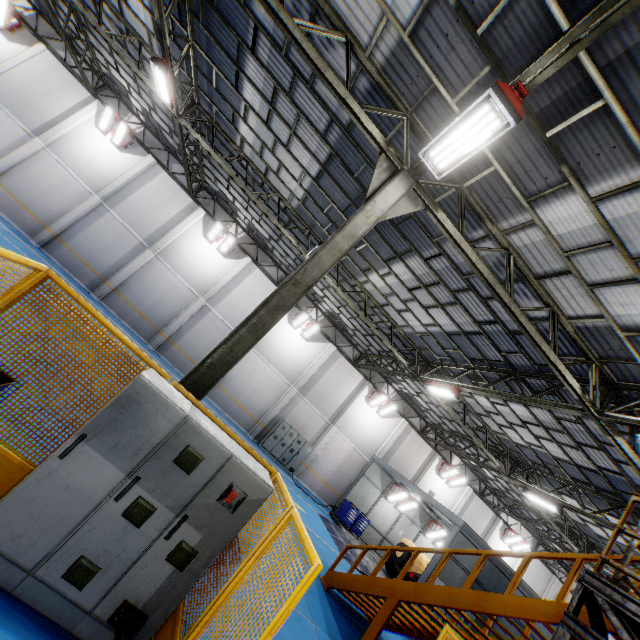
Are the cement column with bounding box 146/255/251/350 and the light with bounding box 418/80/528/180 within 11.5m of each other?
no

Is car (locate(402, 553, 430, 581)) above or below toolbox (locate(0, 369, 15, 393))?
above

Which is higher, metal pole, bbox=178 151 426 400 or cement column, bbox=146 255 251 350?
metal pole, bbox=178 151 426 400

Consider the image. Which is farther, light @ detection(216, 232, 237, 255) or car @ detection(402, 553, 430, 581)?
light @ detection(216, 232, 237, 255)

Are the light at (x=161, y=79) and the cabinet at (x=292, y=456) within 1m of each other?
no

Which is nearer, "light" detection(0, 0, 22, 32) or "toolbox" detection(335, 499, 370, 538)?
"light" detection(0, 0, 22, 32)

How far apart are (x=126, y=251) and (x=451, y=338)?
18.1 meters

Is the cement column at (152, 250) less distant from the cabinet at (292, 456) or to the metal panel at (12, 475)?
the cabinet at (292, 456)
